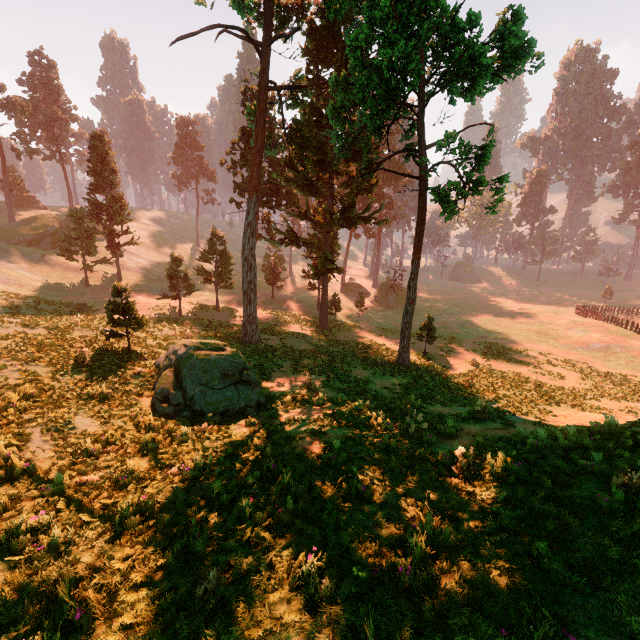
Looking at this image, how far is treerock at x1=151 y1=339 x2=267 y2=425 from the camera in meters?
11.2 m

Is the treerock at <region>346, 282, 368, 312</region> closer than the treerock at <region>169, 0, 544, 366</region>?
No

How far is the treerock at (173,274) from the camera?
30.1 meters

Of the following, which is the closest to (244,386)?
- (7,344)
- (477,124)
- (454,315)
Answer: (7,344)

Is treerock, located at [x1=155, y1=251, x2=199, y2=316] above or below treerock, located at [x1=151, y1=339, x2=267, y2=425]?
above

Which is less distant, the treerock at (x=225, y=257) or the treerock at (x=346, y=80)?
the treerock at (x=346, y=80)

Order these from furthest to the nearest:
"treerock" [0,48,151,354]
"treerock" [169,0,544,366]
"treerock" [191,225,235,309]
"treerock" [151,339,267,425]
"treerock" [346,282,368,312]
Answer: "treerock" [346,282,368,312], "treerock" [0,48,151,354], "treerock" [191,225,235,309], "treerock" [169,0,544,366], "treerock" [151,339,267,425]
